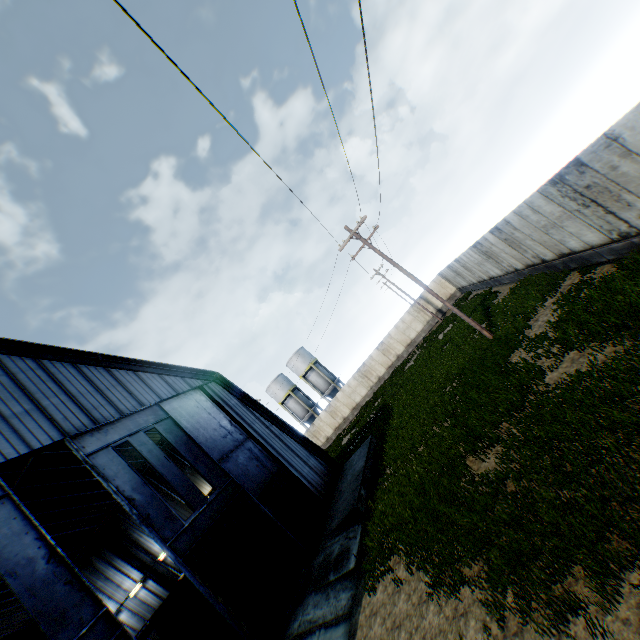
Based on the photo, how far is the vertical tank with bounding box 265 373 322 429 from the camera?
50.5 meters

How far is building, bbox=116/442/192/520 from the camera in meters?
21.8

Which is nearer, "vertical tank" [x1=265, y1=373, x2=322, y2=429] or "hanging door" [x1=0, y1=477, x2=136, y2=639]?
"hanging door" [x1=0, y1=477, x2=136, y2=639]

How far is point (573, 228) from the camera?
11.4m

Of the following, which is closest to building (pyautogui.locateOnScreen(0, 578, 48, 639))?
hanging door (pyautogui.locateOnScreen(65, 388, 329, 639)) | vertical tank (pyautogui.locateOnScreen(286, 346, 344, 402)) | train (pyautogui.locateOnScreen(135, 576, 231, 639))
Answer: hanging door (pyautogui.locateOnScreen(65, 388, 329, 639))

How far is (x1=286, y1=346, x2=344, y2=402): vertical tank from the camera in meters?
49.5

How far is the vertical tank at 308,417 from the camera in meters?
50.5 m

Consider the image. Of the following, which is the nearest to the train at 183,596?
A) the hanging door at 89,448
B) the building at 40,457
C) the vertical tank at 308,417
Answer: the building at 40,457
